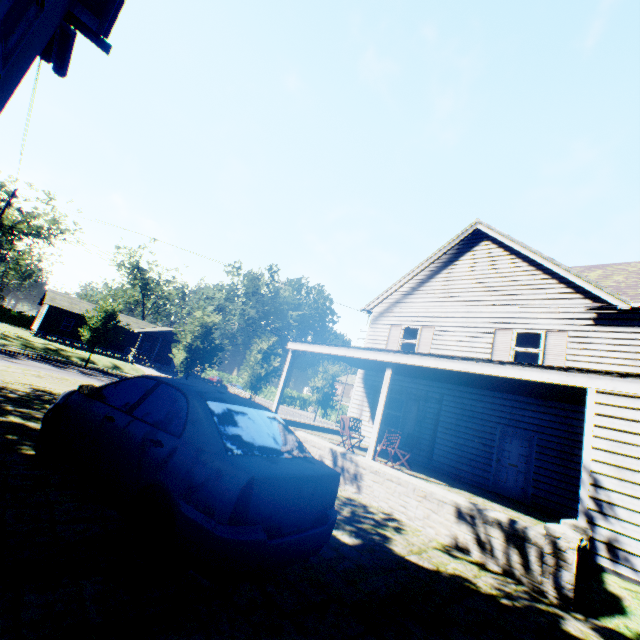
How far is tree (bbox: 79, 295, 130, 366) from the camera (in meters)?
28.41

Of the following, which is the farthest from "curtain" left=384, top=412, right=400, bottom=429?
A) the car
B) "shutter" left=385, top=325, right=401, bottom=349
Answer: the car

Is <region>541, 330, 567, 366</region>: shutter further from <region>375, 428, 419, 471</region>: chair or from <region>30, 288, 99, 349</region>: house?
<region>30, 288, 99, 349</region>: house

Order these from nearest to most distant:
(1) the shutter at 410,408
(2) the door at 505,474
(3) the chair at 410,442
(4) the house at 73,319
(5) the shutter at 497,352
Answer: (3) the chair at 410,442 < (2) the door at 505,474 < (5) the shutter at 497,352 < (1) the shutter at 410,408 < (4) the house at 73,319

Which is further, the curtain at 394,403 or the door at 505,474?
the curtain at 394,403

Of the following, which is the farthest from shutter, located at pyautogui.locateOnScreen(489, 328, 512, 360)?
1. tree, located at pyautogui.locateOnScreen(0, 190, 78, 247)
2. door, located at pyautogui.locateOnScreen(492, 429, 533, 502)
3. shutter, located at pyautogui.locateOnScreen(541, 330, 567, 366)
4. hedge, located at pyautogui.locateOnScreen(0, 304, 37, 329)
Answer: hedge, located at pyautogui.locateOnScreen(0, 304, 37, 329)

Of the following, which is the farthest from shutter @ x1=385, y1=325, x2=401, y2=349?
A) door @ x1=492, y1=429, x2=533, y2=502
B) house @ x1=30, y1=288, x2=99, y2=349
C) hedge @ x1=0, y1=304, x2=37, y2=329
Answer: hedge @ x1=0, y1=304, x2=37, y2=329

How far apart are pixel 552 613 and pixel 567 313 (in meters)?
10.26
